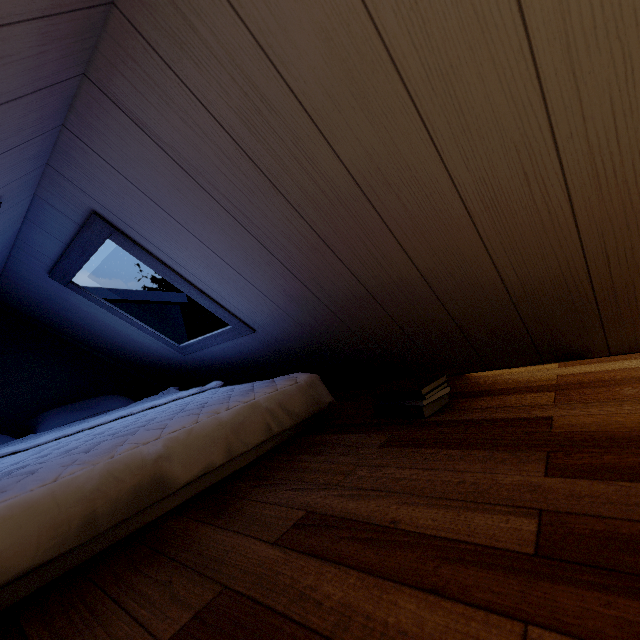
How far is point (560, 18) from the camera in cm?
61
